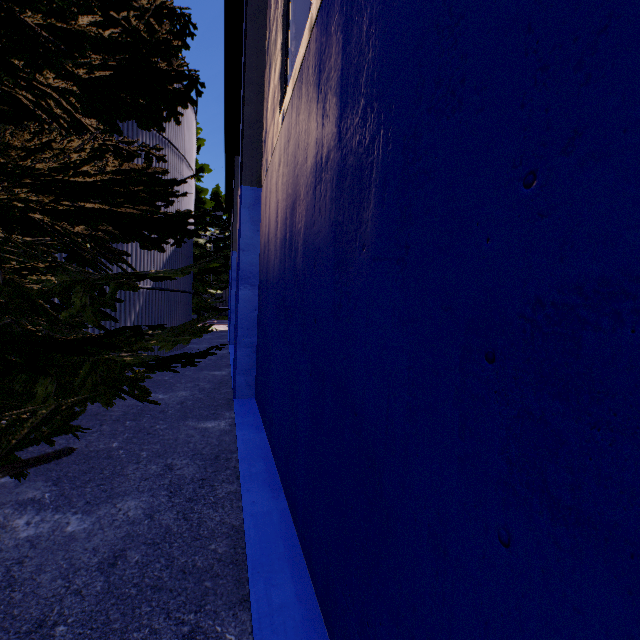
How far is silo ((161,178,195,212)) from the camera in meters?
13.9

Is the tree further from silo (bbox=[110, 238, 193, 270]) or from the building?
the building

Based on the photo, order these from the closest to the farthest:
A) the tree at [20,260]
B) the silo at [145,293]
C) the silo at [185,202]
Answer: the tree at [20,260] < the silo at [145,293] < the silo at [185,202]

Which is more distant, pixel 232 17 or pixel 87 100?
pixel 232 17

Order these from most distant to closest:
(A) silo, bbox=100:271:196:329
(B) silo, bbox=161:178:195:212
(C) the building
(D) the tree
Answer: (B) silo, bbox=161:178:195:212 → (A) silo, bbox=100:271:196:329 → (D) the tree → (C) the building

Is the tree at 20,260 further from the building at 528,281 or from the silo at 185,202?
the building at 528,281

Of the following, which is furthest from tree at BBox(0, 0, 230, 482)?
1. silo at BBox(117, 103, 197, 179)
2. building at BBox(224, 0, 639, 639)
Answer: building at BBox(224, 0, 639, 639)
